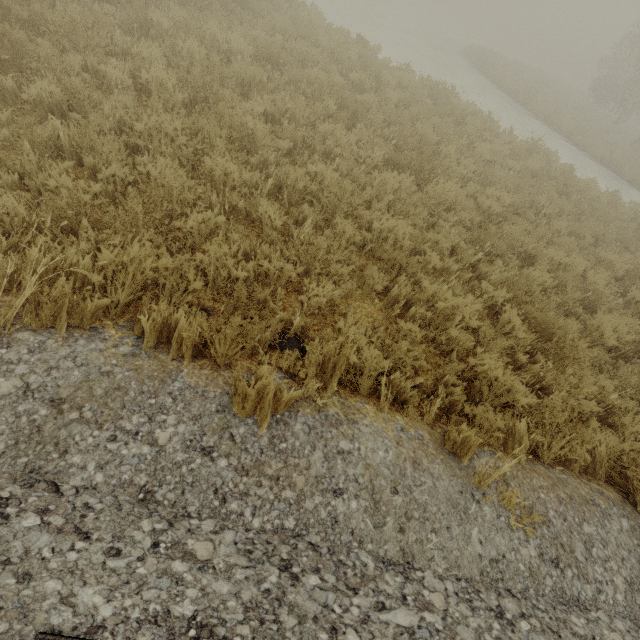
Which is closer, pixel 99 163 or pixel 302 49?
pixel 99 163
